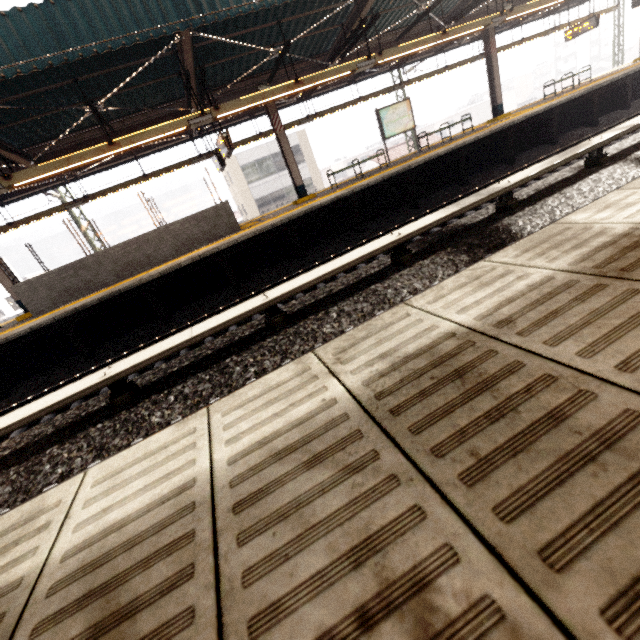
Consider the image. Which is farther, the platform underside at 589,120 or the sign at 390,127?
the sign at 390,127

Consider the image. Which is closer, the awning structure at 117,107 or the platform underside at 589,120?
the awning structure at 117,107

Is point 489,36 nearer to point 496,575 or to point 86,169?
point 86,169

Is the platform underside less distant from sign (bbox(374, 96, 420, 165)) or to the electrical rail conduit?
sign (bbox(374, 96, 420, 165))

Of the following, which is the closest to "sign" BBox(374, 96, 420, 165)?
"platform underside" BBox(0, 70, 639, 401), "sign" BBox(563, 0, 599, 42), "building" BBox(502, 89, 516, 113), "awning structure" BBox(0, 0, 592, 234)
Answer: "awning structure" BBox(0, 0, 592, 234)

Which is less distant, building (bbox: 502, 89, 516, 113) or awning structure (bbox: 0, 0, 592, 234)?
awning structure (bbox: 0, 0, 592, 234)

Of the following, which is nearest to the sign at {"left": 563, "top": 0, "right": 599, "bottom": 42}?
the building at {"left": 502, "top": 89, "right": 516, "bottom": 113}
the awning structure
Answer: the awning structure

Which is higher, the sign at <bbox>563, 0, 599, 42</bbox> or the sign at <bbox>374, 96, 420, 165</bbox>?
the sign at <bbox>563, 0, 599, 42</bbox>
